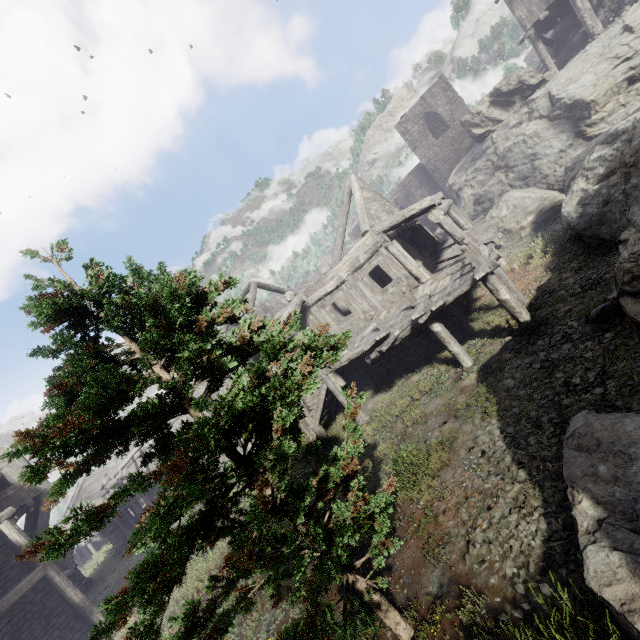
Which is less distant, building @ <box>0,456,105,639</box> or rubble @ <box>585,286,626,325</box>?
rubble @ <box>585,286,626,325</box>

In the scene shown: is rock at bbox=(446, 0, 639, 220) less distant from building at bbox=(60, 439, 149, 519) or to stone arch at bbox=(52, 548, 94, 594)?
building at bbox=(60, 439, 149, 519)

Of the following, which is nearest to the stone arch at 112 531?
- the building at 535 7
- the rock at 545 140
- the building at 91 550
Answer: the building at 535 7

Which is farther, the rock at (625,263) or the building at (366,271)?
the building at (366,271)

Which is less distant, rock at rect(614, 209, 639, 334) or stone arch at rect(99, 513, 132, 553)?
rock at rect(614, 209, 639, 334)

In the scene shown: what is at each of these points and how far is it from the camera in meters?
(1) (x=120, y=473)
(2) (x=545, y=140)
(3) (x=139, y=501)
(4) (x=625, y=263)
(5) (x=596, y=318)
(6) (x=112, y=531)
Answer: (1) building, 25.1 m
(2) rock, 16.4 m
(3) building, 42.2 m
(4) rock, 5.0 m
(5) rubble, 7.8 m
(6) stone arch, 27.6 m

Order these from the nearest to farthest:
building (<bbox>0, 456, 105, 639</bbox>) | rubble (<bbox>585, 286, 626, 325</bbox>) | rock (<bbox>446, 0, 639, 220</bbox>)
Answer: rubble (<bbox>585, 286, 626, 325</bbox>)
building (<bbox>0, 456, 105, 639</bbox>)
rock (<bbox>446, 0, 639, 220</bbox>)

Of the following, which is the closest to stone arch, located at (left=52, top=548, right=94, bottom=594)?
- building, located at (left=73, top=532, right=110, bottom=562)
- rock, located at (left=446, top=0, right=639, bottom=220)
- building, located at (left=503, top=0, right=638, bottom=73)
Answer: building, located at (left=503, top=0, right=638, bottom=73)
